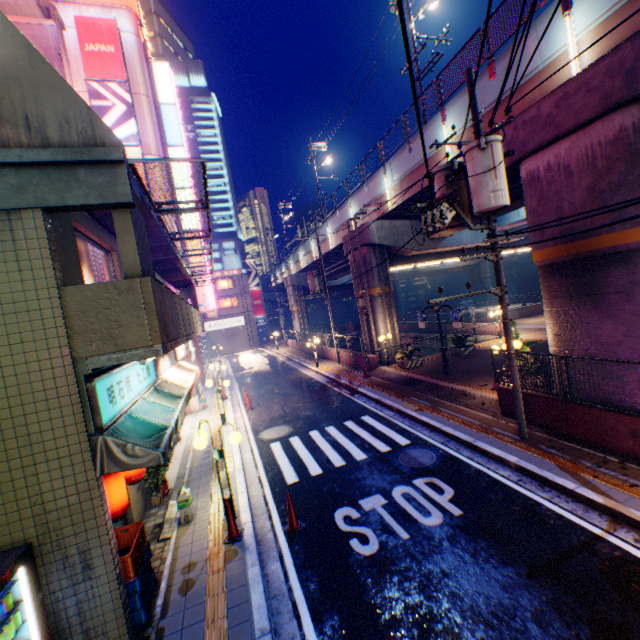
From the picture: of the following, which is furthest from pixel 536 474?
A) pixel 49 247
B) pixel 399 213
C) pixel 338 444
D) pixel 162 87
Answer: pixel 162 87

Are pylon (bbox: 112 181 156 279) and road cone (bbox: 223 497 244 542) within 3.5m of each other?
no

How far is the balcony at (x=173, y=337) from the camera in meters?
4.6

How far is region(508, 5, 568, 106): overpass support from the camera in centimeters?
898cm

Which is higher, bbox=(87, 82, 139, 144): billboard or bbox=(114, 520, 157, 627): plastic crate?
bbox=(87, 82, 139, 144): billboard

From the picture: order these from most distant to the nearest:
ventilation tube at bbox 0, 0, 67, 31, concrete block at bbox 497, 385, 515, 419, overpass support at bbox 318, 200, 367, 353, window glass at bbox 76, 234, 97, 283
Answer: overpass support at bbox 318, 200, 367, 353 → ventilation tube at bbox 0, 0, 67, 31 → concrete block at bbox 497, 385, 515, 419 → window glass at bbox 76, 234, 97, 283

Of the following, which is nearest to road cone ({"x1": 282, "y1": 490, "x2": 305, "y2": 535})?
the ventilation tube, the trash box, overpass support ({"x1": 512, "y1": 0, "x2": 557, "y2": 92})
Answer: the trash box

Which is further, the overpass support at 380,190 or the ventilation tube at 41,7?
the ventilation tube at 41,7
